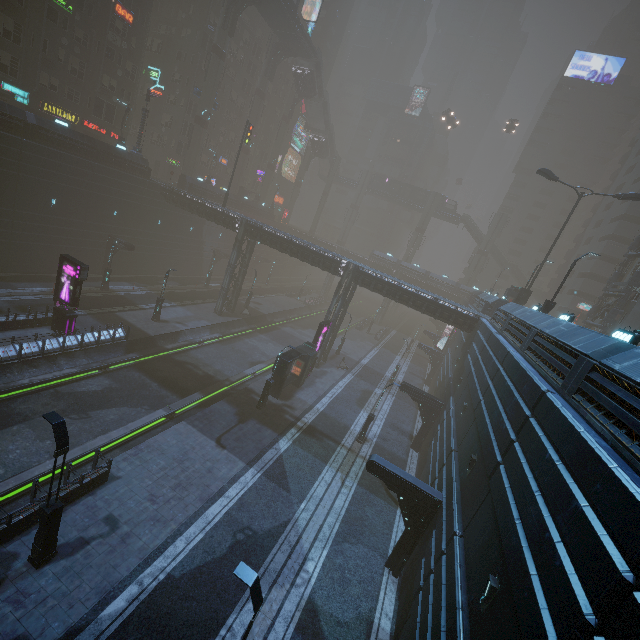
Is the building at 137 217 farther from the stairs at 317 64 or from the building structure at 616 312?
the stairs at 317 64

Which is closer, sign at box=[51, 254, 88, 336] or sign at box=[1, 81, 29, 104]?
sign at box=[51, 254, 88, 336]

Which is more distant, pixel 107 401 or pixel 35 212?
pixel 35 212

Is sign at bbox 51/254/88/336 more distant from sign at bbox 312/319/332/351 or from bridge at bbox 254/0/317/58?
bridge at bbox 254/0/317/58

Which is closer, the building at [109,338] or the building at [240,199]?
the building at [109,338]

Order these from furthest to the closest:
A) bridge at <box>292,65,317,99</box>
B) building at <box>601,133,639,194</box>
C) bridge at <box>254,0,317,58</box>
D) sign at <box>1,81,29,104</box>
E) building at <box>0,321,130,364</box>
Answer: bridge at <box>292,65,317,99</box>
building at <box>601,133,639,194</box>
bridge at <box>254,0,317,58</box>
sign at <box>1,81,29,104</box>
building at <box>0,321,130,364</box>

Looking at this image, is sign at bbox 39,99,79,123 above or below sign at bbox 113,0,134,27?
below

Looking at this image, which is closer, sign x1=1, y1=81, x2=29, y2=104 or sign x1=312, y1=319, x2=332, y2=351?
sign x1=312, y1=319, x2=332, y2=351
